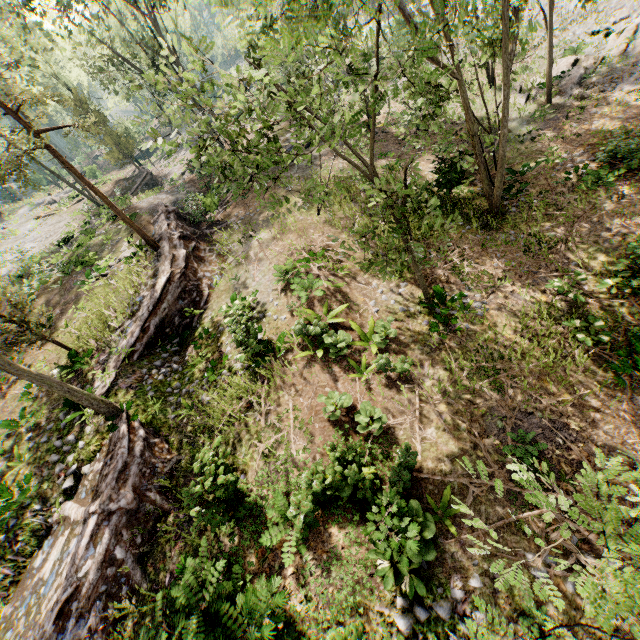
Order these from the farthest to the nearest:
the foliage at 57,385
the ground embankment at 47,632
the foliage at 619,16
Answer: the foliage at 619,16, the foliage at 57,385, the ground embankment at 47,632

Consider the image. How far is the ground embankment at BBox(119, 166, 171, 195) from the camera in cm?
3265

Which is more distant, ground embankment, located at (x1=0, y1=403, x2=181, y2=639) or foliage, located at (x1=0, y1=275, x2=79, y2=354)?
foliage, located at (x1=0, y1=275, x2=79, y2=354)

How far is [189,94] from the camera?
6.7m

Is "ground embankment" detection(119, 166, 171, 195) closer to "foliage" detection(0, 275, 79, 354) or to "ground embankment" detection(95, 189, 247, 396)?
"foliage" detection(0, 275, 79, 354)

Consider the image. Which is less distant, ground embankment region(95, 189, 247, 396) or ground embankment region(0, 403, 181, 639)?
ground embankment region(0, 403, 181, 639)

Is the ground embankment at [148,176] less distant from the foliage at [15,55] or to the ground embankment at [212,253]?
the foliage at [15,55]

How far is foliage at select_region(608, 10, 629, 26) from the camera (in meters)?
21.31
